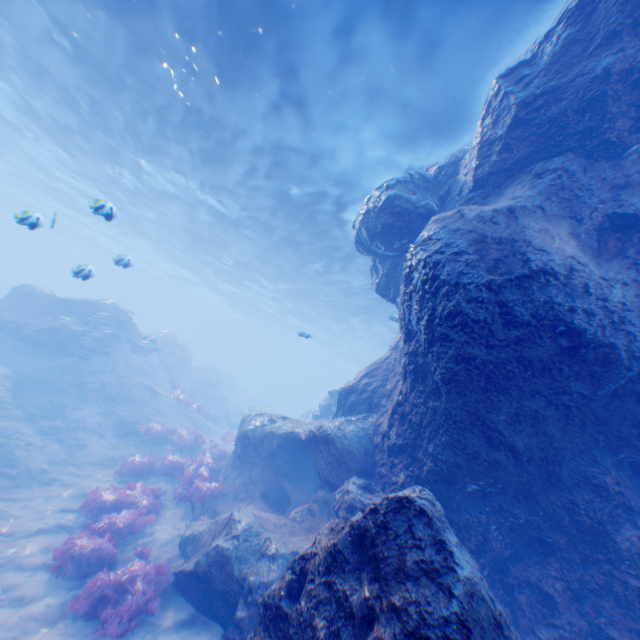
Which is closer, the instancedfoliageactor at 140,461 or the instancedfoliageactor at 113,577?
the instancedfoliageactor at 113,577

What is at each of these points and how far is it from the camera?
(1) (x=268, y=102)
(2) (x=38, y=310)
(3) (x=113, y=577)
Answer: (1) light, 11.18m
(2) rock, 19.30m
(3) instancedfoliageactor, 6.77m

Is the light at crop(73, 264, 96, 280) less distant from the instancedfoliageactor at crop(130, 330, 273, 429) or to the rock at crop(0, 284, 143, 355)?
the rock at crop(0, 284, 143, 355)

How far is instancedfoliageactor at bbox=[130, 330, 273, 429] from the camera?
→ 20.83m

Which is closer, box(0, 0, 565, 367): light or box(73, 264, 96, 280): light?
box(0, 0, 565, 367): light

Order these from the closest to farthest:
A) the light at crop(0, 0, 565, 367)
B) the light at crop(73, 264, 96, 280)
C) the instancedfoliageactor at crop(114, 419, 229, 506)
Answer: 1. the light at crop(0, 0, 565, 367)
2. the light at crop(73, 264, 96, 280)
3. the instancedfoliageactor at crop(114, 419, 229, 506)

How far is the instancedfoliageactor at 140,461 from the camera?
10.9 meters

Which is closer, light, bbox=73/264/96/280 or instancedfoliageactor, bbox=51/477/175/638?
instancedfoliageactor, bbox=51/477/175/638
